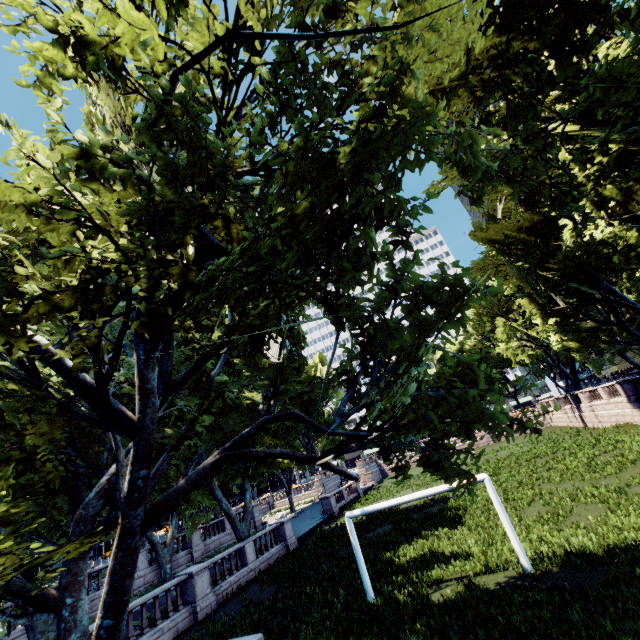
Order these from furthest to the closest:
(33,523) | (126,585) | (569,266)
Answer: (569,266)
(126,585)
(33,523)
